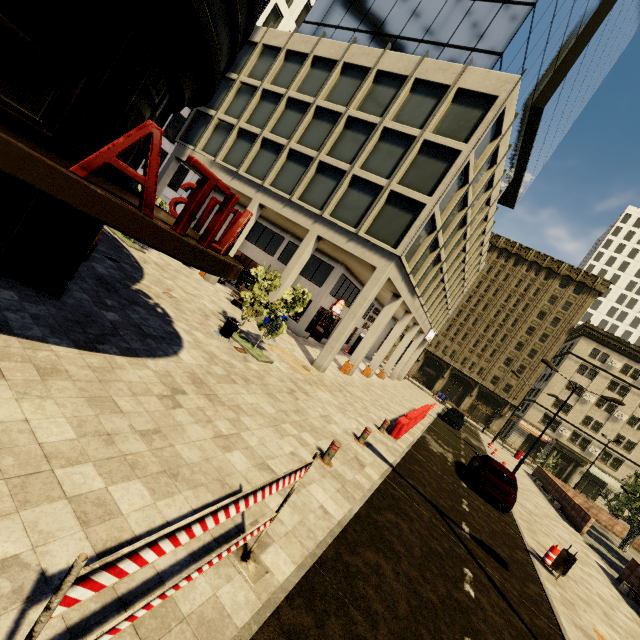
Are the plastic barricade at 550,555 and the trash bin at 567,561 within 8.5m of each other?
yes

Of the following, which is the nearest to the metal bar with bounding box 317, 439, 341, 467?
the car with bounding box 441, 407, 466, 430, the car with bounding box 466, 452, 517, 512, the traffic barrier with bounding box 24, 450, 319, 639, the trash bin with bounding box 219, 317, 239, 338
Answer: the traffic barrier with bounding box 24, 450, 319, 639

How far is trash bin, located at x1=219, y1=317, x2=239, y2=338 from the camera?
11.8 meters

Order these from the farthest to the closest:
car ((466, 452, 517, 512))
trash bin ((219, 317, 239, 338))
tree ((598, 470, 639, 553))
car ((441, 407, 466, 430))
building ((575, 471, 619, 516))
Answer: building ((575, 471, 619, 516))
car ((441, 407, 466, 430))
tree ((598, 470, 639, 553))
car ((466, 452, 517, 512))
trash bin ((219, 317, 239, 338))

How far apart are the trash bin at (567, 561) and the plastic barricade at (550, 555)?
0.24m

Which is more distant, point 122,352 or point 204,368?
point 204,368

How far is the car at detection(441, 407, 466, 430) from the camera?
28.5 meters

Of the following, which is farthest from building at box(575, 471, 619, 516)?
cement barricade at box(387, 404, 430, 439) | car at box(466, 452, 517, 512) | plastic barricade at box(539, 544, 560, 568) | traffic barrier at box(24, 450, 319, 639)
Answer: traffic barrier at box(24, 450, 319, 639)
